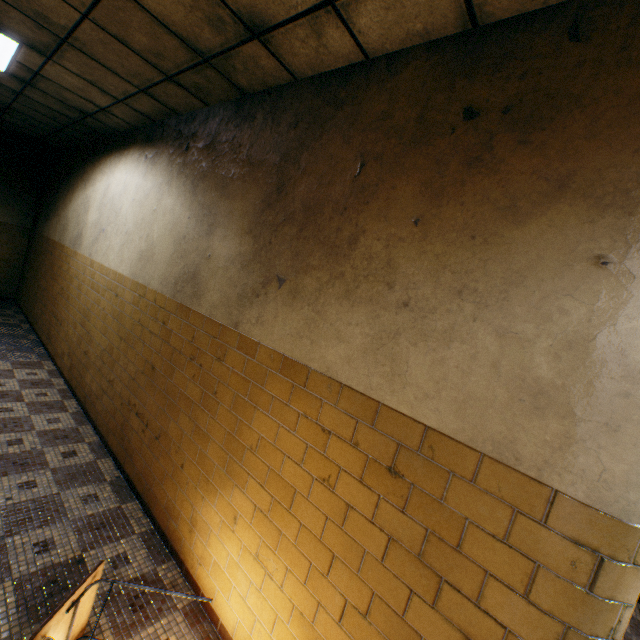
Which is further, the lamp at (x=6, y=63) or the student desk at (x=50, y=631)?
the lamp at (x=6, y=63)

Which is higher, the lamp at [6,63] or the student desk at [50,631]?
the lamp at [6,63]

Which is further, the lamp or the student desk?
the lamp

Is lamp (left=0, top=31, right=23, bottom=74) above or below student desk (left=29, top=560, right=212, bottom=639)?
above

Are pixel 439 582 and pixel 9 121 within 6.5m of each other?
no
